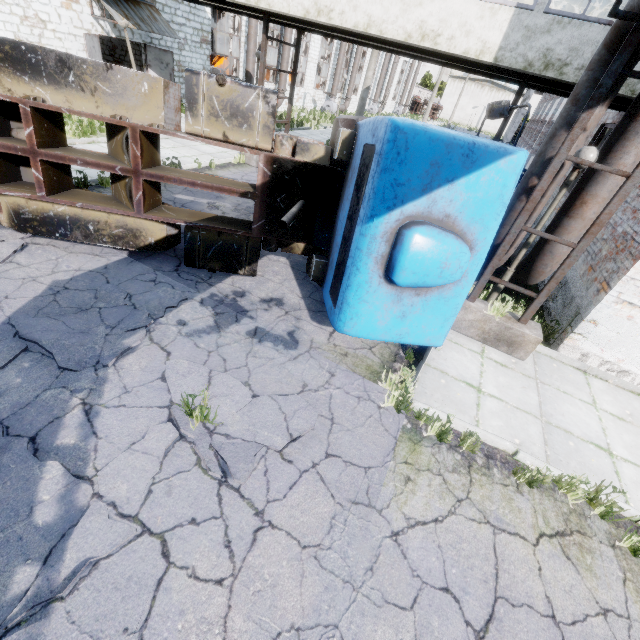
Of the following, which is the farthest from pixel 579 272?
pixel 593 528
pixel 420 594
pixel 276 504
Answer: pixel 276 504

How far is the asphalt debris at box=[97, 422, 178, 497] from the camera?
3.1m

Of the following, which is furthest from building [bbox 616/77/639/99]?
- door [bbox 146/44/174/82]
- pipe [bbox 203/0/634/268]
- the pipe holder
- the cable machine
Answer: the cable machine

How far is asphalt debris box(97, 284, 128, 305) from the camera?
5.01m

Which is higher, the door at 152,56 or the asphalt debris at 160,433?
the door at 152,56

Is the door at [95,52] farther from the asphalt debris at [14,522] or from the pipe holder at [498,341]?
the pipe holder at [498,341]

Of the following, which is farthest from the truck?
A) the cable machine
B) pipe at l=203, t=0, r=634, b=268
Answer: the cable machine

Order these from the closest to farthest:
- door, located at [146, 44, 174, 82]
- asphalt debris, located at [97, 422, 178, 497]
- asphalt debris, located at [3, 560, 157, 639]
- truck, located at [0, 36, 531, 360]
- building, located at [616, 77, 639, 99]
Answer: asphalt debris, located at [3, 560, 157, 639]
asphalt debris, located at [97, 422, 178, 497]
truck, located at [0, 36, 531, 360]
building, located at [616, 77, 639, 99]
door, located at [146, 44, 174, 82]
